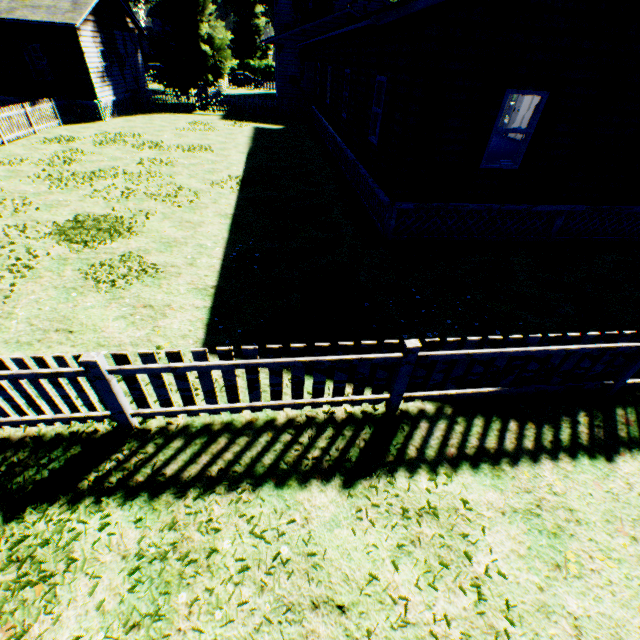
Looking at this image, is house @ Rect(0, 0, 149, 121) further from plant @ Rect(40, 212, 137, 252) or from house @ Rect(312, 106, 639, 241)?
house @ Rect(312, 106, 639, 241)

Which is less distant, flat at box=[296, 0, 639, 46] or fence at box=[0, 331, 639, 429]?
fence at box=[0, 331, 639, 429]

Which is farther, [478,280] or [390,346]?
[478,280]

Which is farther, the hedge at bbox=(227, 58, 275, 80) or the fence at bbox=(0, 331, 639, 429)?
the hedge at bbox=(227, 58, 275, 80)

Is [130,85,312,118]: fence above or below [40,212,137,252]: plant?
above

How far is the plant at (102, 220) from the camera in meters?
7.8 m

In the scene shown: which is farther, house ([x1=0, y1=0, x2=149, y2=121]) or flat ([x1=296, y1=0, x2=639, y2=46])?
house ([x1=0, y1=0, x2=149, y2=121])

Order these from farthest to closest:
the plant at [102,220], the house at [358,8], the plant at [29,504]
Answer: the house at [358,8] → the plant at [102,220] → the plant at [29,504]
